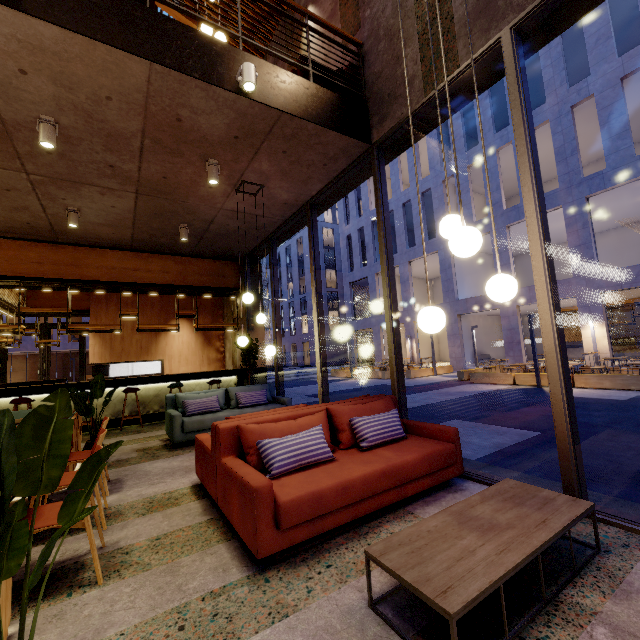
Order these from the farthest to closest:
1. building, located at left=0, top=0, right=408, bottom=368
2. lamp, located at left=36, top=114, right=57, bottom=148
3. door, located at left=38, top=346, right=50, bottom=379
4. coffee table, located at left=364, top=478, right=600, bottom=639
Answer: door, located at left=38, top=346, right=50, bottom=379 → lamp, located at left=36, top=114, right=57, bottom=148 → building, located at left=0, top=0, right=408, bottom=368 → coffee table, located at left=364, top=478, right=600, bottom=639

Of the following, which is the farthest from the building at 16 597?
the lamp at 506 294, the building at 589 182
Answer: the building at 589 182

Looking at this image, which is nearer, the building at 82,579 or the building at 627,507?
the building at 82,579

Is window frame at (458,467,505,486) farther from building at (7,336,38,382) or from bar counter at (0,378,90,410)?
building at (7,336,38,382)

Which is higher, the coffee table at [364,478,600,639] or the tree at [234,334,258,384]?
the tree at [234,334,258,384]

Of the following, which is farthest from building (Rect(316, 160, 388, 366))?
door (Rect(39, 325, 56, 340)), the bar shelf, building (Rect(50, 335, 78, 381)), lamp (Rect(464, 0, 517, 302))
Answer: door (Rect(39, 325, 56, 340))

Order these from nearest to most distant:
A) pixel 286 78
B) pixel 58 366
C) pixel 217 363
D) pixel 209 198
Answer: pixel 286 78 → pixel 209 198 → pixel 217 363 → pixel 58 366

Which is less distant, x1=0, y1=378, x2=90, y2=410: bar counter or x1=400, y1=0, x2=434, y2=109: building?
x1=400, y1=0, x2=434, y2=109: building
